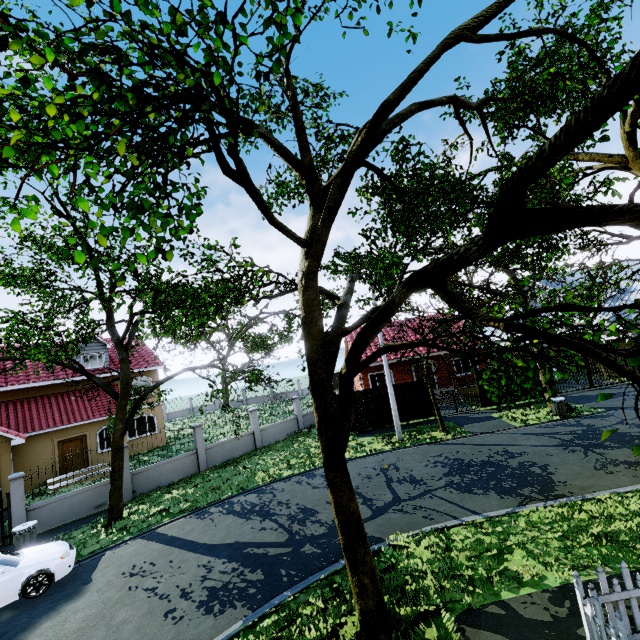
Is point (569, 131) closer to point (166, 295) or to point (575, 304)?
point (575, 304)

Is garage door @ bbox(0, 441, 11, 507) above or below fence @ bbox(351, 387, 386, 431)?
above

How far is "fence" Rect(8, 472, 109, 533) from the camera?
12.4 meters

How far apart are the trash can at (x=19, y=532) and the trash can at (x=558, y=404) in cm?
2267

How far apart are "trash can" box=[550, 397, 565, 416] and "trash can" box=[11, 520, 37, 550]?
22.67m

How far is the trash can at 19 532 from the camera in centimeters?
1084cm

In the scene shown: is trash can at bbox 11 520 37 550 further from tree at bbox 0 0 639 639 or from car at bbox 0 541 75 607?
tree at bbox 0 0 639 639
